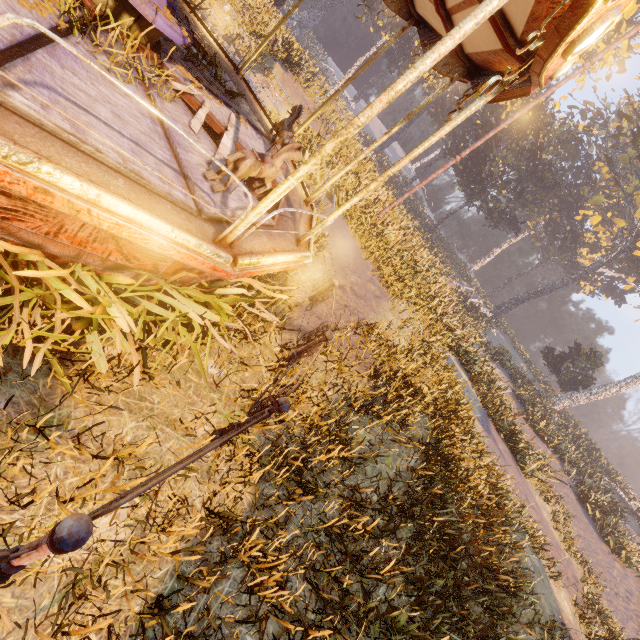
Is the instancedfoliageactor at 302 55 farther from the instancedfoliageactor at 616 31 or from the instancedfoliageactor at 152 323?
the instancedfoliageactor at 616 31

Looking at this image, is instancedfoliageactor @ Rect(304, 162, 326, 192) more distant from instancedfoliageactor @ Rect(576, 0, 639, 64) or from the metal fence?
instancedfoliageactor @ Rect(576, 0, 639, 64)

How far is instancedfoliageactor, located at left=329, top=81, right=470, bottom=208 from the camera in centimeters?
1242cm

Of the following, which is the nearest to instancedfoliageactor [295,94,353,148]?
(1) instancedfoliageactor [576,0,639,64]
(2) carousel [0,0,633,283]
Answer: (2) carousel [0,0,633,283]

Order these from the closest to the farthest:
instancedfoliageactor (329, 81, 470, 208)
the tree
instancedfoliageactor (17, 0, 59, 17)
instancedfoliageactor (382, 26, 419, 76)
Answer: instancedfoliageactor (17, 0, 59, 17) → instancedfoliageactor (329, 81, 470, 208) → instancedfoliageactor (382, 26, 419, 76) → the tree

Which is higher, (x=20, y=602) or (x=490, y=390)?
(x=490, y=390)

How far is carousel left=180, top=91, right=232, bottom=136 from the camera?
4.8m

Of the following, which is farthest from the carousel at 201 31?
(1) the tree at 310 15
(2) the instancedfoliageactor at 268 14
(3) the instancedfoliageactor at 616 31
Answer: (3) the instancedfoliageactor at 616 31
